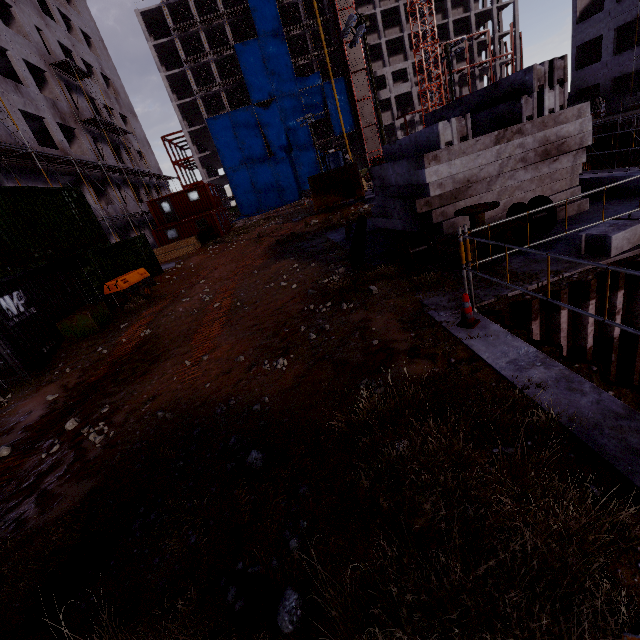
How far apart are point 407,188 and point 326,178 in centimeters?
1587cm

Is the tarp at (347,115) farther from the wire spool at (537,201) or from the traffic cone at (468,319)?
the traffic cone at (468,319)

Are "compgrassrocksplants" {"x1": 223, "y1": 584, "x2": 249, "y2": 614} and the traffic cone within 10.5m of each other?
yes

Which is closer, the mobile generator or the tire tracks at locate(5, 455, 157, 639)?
the tire tracks at locate(5, 455, 157, 639)

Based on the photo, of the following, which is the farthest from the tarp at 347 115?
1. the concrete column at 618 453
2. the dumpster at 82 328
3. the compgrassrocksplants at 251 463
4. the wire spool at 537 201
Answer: the compgrassrocksplants at 251 463

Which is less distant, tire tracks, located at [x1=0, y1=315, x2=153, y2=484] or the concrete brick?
tire tracks, located at [x1=0, y1=315, x2=153, y2=484]

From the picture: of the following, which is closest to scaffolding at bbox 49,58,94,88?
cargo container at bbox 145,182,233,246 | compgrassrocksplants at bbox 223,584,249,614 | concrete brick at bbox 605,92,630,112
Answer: cargo container at bbox 145,182,233,246

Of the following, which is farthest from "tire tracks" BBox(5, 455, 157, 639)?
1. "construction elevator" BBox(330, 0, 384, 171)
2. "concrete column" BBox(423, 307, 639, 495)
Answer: "construction elevator" BBox(330, 0, 384, 171)
